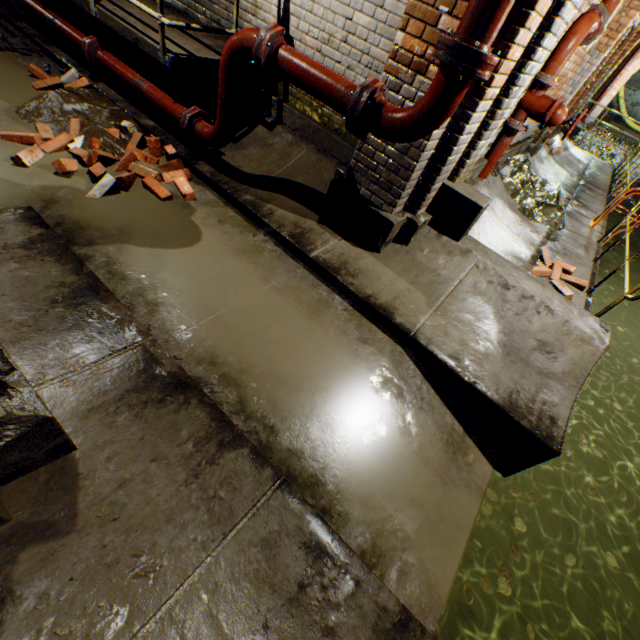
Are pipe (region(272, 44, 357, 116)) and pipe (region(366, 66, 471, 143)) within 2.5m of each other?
yes

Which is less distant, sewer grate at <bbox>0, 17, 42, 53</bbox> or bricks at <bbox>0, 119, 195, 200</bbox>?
bricks at <bbox>0, 119, 195, 200</bbox>

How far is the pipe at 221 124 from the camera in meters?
2.7 m

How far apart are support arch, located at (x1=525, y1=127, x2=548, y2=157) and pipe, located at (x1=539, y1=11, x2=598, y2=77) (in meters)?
2.60

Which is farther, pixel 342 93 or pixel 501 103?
pixel 501 103

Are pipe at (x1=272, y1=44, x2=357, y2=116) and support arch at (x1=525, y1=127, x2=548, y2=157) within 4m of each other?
no

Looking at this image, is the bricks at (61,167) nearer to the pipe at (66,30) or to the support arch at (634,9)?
the pipe at (66,30)

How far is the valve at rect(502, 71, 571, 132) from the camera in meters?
3.8 m
